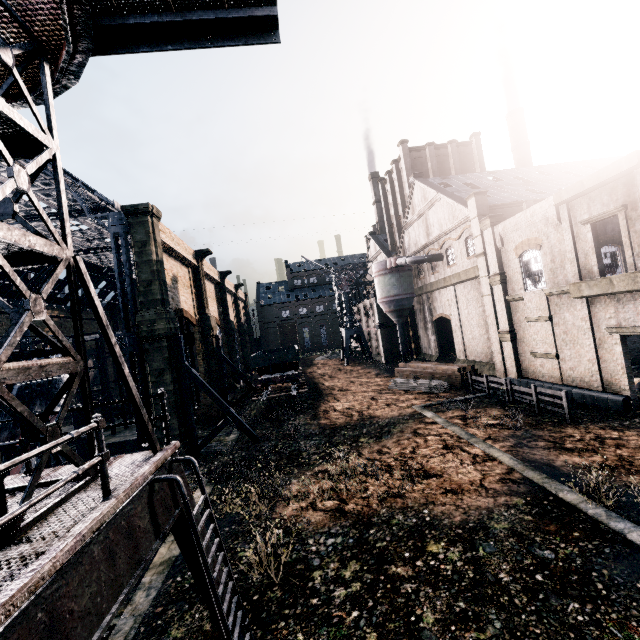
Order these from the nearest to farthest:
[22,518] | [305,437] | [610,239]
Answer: [22,518] < [305,437] < [610,239]

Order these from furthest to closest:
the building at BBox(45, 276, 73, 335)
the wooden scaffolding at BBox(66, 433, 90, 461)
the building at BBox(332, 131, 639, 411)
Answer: the building at BBox(45, 276, 73, 335)
the wooden scaffolding at BBox(66, 433, 90, 461)
the building at BBox(332, 131, 639, 411)

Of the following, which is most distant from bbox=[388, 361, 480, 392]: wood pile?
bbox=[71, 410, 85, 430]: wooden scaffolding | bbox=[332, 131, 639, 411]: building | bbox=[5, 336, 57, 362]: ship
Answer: bbox=[5, 336, 57, 362]: ship

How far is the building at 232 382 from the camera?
45.1 meters

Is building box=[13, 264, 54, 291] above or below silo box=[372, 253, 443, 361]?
above

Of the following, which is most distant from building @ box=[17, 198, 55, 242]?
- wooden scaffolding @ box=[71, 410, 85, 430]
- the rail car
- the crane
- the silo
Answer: the crane

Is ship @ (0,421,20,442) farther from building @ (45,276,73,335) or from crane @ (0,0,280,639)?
crane @ (0,0,280,639)
